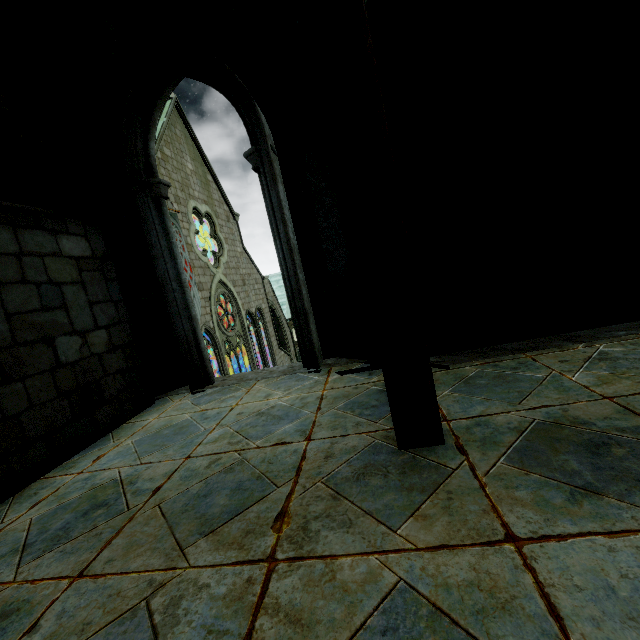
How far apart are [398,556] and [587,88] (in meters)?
3.69
